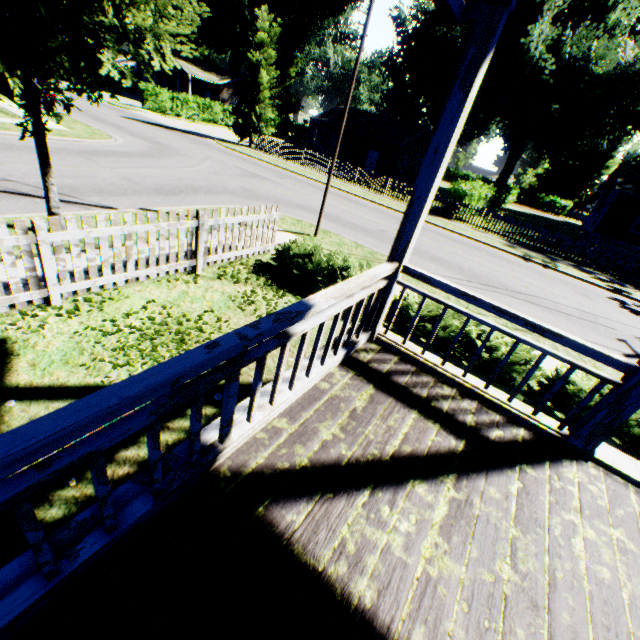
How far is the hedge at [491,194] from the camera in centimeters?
2017cm

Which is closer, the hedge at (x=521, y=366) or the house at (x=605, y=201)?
the hedge at (x=521, y=366)

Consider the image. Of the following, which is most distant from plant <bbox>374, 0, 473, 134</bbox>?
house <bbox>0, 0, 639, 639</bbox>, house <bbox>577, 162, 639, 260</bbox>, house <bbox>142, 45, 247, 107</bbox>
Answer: house <bbox>142, 45, 247, 107</bbox>

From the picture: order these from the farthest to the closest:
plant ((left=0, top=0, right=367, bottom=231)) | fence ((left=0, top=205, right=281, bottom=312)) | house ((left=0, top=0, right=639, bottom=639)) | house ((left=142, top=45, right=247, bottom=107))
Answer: house ((left=142, top=45, right=247, bottom=107)), plant ((left=0, top=0, right=367, bottom=231)), fence ((left=0, top=205, right=281, bottom=312)), house ((left=0, top=0, right=639, bottom=639))

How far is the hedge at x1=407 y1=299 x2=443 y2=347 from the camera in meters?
5.9 m

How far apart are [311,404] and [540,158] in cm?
4974

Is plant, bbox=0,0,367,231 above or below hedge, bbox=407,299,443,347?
above
